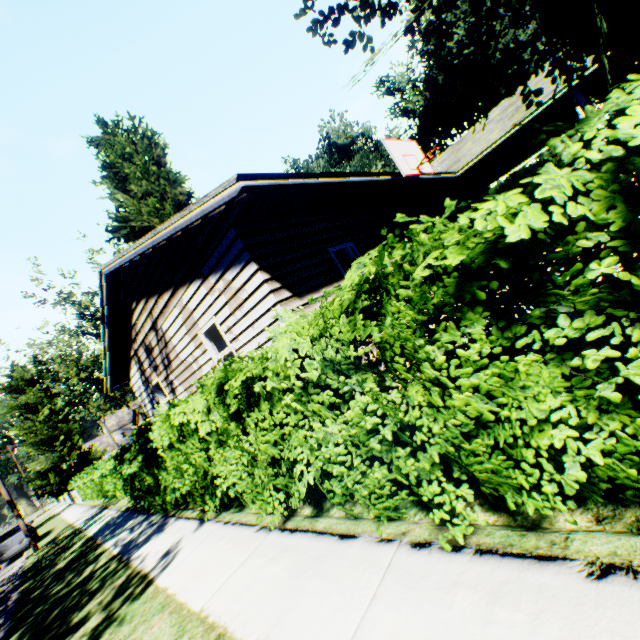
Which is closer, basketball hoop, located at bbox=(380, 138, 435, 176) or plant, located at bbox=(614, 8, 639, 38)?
basketball hoop, located at bbox=(380, 138, 435, 176)

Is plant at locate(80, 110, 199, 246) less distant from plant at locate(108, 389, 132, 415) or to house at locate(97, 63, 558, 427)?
house at locate(97, 63, 558, 427)

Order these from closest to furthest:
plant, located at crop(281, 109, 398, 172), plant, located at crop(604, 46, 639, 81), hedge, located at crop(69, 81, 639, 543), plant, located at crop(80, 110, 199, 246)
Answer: hedge, located at crop(69, 81, 639, 543)
plant, located at crop(80, 110, 199, 246)
plant, located at crop(604, 46, 639, 81)
plant, located at crop(281, 109, 398, 172)

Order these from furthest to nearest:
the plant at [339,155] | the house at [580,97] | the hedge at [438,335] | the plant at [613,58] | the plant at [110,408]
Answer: the plant at [110,408] < the plant at [339,155] < the plant at [613,58] < the house at [580,97] < the hedge at [438,335]

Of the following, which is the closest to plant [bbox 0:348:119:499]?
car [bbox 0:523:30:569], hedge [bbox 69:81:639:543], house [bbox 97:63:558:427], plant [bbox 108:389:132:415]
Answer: house [bbox 97:63:558:427]

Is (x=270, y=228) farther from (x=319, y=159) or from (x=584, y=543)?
(x=319, y=159)

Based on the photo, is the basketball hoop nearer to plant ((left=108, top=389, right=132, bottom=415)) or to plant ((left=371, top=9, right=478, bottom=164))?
plant ((left=371, top=9, right=478, bottom=164))

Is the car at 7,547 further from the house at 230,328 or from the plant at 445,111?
the house at 230,328
